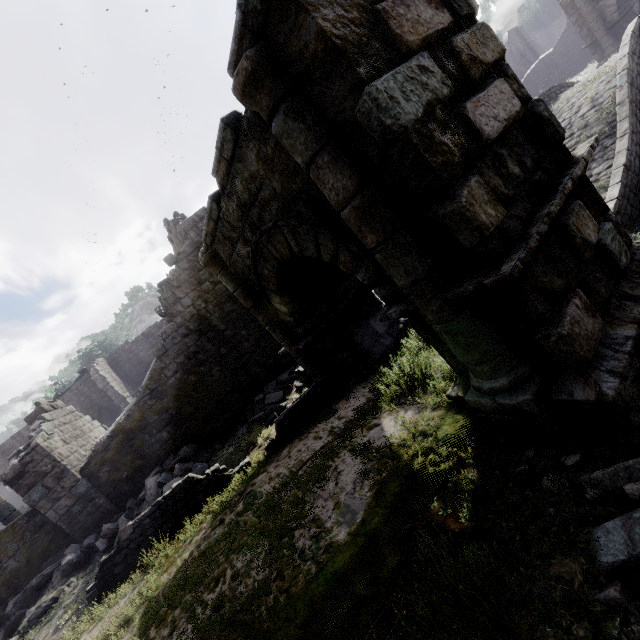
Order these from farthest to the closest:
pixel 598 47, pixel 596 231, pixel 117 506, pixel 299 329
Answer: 1. pixel 598 47
2. pixel 117 506
3. pixel 299 329
4. pixel 596 231

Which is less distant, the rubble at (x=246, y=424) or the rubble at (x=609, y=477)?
the rubble at (x=609, y=477)

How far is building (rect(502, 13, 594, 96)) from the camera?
30.6m

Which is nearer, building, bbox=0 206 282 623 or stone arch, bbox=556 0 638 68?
building, bbox=0 206 282 623

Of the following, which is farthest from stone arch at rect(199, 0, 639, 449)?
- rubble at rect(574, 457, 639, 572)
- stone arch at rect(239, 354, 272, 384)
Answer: stone arch at rect(239, 354, 272, 384)

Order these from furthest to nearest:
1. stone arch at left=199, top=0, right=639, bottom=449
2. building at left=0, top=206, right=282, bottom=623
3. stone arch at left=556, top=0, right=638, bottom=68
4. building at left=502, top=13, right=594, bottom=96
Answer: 1. building at left=502, top=13, right=594, bottom=96
2. stone arch at left=556, top=0, right=638, bottom=68
3. building at left=0, top=206, right=282, bottom=623
4. stone arch at left=199, top=0, right=639, bottom=449

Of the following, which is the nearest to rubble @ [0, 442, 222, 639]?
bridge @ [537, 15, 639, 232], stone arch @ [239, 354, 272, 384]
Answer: stone arch @ [239, 354, 272, 384]

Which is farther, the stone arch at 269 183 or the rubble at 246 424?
the rubble at 246 424
